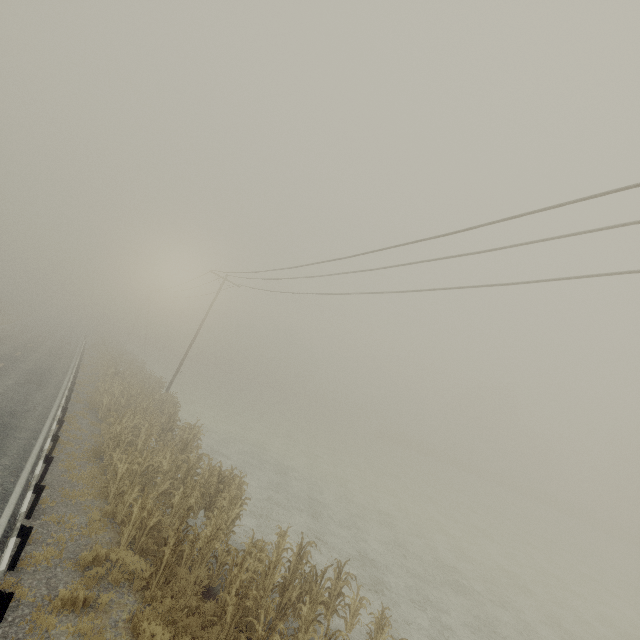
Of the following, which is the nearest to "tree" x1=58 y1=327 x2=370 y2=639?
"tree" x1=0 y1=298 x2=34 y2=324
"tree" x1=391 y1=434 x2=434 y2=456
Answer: "tree" x1=0 y1=298 x2=34 y2=324

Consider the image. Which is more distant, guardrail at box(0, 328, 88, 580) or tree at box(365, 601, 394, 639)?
tree at box(365, 601, 394, 639)

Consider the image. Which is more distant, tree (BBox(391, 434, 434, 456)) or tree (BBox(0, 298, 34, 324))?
tree (BBox(391, 434, 434, 456))

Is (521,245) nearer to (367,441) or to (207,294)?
(207,294)

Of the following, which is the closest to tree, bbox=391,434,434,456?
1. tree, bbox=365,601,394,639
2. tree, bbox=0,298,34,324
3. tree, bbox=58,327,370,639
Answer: tree, bbox=0,298,34,324

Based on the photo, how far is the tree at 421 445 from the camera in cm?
5722

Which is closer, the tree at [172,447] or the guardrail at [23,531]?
the guardrail at [23,531]

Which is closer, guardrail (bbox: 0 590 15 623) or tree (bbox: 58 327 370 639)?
guardrail (bbox: 0 590 15 623)
